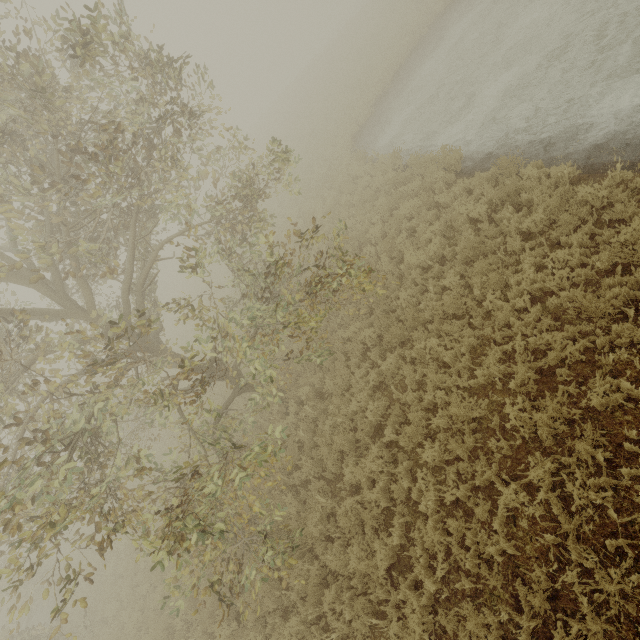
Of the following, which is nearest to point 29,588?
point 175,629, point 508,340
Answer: point 175,629
